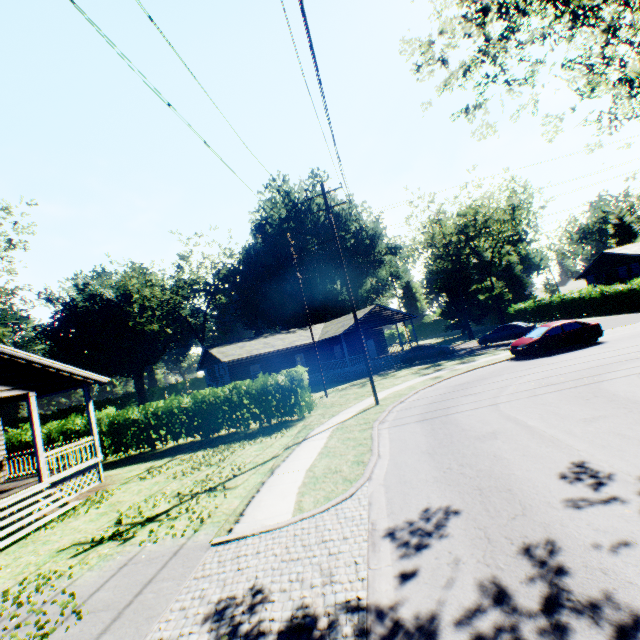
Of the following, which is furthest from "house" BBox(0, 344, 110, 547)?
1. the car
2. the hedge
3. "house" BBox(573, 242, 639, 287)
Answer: "house" BBox(573, 242, 639, 287)

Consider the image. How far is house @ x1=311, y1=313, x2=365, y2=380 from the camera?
31.3 meters

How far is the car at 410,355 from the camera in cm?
2878

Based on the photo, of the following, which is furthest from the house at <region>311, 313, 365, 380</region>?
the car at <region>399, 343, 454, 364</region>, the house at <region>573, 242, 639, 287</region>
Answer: the house at <region>573, 242, 639, 287</region>

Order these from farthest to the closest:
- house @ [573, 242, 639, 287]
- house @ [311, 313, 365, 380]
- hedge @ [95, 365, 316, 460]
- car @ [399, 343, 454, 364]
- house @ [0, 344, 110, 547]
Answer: house @ [573, 242, 639, 287] → house @ [311, 313, 365, 380] → car @ [399, 343, 454, 364] → hedge @ [95, 365, 316, 460] → house @ [0, 344, 110, 547]

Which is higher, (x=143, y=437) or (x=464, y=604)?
(x=143, y=437)

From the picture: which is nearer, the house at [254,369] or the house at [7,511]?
the house at [7,511]

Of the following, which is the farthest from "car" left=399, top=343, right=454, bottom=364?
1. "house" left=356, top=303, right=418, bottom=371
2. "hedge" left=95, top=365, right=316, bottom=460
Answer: "hedge" left=95, top=365, right=316, bottom=460
